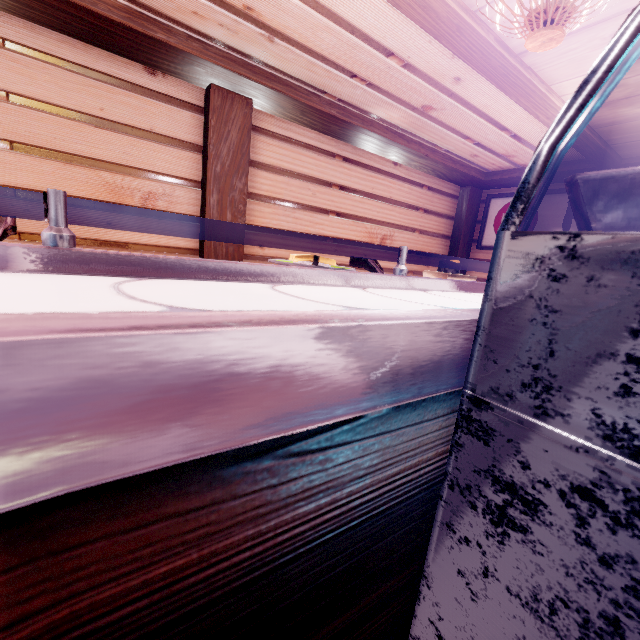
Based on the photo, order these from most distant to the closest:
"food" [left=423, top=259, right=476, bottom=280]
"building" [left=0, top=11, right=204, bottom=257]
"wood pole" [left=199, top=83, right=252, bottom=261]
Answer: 1. "wood pole" [left=199, top=83, right=252, bottom=261]
2. "building" [left=0, top=11, right=204, bottom=257]
3. "food" [left=423, top=259, right=476, bottom=280]

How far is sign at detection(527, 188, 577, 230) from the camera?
8.24m

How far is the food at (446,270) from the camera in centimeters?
233cm

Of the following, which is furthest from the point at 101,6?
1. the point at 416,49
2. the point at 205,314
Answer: the point at 205,314

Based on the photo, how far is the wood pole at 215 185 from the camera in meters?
5.4

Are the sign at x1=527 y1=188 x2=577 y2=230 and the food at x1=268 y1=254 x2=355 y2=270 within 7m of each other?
no

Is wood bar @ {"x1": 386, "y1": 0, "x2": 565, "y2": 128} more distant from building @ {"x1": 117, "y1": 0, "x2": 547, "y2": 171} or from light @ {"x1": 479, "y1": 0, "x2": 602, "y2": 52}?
light @ {"x1": 479, "y1": 0, "x2": 602, "y2": 52}

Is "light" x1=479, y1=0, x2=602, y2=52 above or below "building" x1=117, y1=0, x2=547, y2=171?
below
